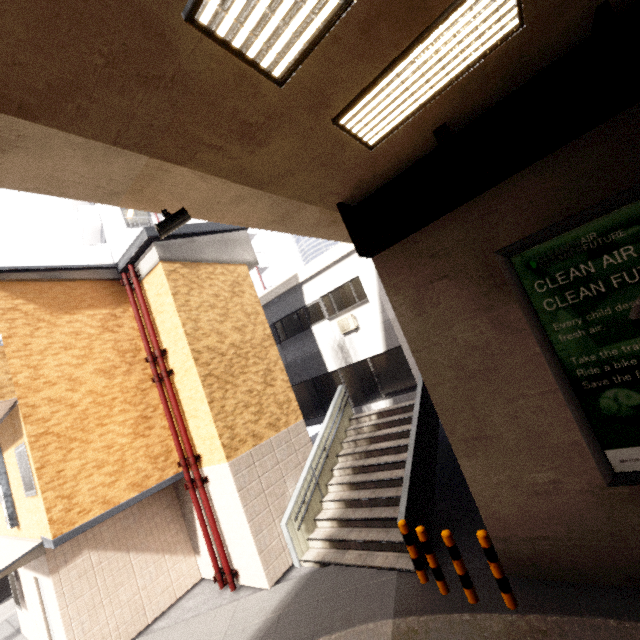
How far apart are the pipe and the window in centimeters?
288cm

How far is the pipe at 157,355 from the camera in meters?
8.1

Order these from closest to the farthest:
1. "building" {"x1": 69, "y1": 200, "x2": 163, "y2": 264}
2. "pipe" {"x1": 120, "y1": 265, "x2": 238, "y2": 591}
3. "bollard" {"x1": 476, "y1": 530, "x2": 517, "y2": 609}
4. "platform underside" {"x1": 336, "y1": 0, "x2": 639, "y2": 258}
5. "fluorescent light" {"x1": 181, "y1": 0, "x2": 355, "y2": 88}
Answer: "fluorescent light" {"x1": 181, "y1": 0, "x2": 355, "y2": 88}, "platform underside" {"x1": 336, "y1": 0, "x2": 639, "y2": 258}, "bollard" {"x1": 476, "y1": 530, "x2": 517, "y2": 609}, "pipe" {"x1": 120, "y1": 265, "x2": 238, "y2": 591}, "building" {"x1": 69, "y1": 200, "x2": 163, "y2": 264}

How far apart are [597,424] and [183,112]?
6.2m

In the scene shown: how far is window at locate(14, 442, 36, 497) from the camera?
7.0m

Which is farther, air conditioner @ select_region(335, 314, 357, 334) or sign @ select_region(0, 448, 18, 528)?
air conditioner @ select_region(335, 314, 357, 334)

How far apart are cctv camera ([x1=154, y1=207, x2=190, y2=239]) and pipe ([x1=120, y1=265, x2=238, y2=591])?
5.5m

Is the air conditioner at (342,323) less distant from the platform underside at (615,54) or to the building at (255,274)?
the platform underside at (615,54)
